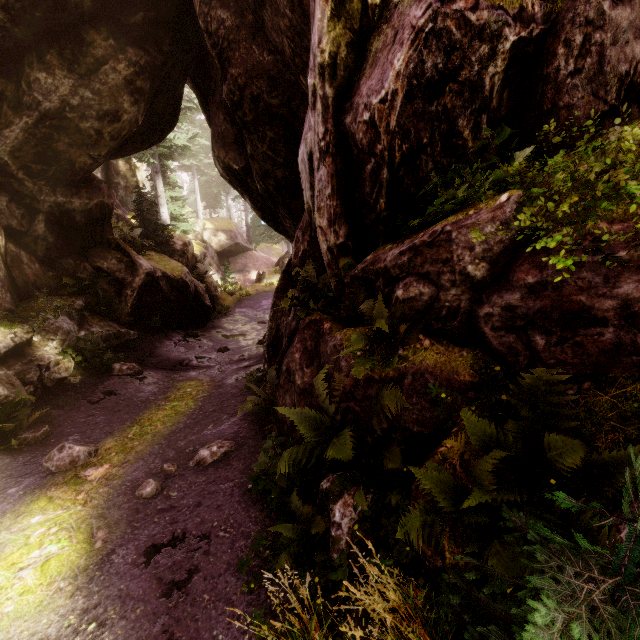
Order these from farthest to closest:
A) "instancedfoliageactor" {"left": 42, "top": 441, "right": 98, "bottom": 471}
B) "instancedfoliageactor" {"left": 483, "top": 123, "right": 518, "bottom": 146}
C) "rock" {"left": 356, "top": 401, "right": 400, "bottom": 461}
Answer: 1. "instancedfoliageactor" {"left": 42, "top": 441, "right": 98, "bottom": 471}
2. "rock" {"left": 356, "top": 401, "right": 400, "bottom": 461}
3. "instancedfoliageactor" {"left": 483, "top": 123, "right": 518, "bottom": 146}

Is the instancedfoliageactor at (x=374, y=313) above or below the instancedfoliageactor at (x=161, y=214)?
below

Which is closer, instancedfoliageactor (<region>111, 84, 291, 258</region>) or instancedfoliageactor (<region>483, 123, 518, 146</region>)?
instancedfoliageactor (<region>483, 123, 518, 146</region>)

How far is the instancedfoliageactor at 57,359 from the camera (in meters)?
8.26

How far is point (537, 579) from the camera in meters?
1.3

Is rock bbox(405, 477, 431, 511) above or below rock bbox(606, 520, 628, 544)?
below

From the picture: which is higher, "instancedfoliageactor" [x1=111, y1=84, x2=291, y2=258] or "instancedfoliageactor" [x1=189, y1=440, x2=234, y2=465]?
"instancedfoliageactor" [x1=111, y1=84, x2=291, y2=258]

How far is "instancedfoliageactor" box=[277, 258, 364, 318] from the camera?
4.7 meters
